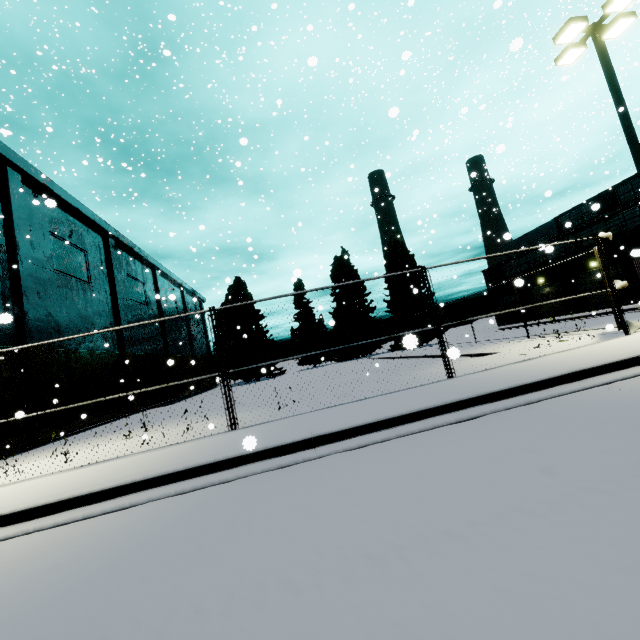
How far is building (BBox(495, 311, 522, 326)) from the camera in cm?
3853

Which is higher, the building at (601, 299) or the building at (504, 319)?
the building at (504, 319)

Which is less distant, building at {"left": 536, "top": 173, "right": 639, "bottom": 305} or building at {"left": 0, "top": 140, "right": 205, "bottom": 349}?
building at {"left": 0, "top": 140, "right": 205, "bottom": 349}

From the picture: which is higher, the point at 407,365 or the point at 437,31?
the point at 437,31

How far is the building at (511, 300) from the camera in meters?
38.9 m
